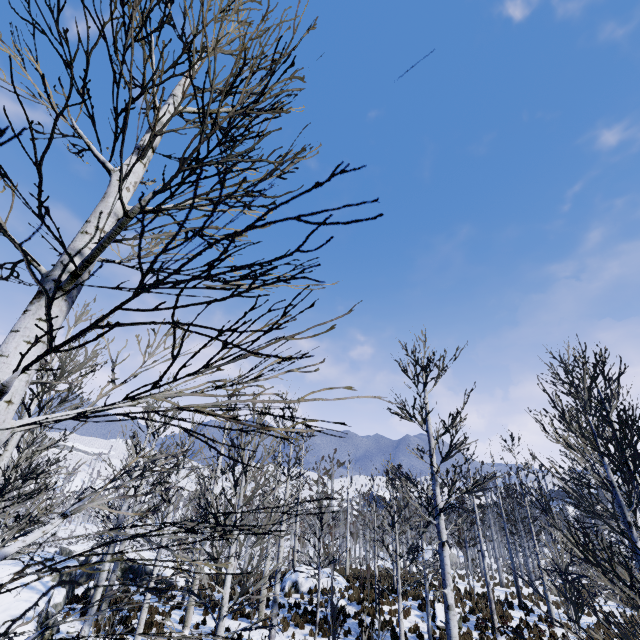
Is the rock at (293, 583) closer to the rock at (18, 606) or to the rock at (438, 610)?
the rock at (438, 610)

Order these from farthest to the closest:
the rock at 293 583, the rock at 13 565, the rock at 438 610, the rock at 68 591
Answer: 1. the rock at 293 583
2. the rock at 13 565
3. the rock at 438 610
4. the rock at 68 591

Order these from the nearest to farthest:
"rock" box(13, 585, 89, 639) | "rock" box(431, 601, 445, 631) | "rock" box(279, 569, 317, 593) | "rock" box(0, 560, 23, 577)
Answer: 1. "rock" box(13, 585, 89, 639)
2. "rock" box(431, 601, 445, 631)
3. "rock" box(0, 560, 23, 577)
4. "rock" box(279, 569, 317, 593)

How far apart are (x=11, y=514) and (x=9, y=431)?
1.3m

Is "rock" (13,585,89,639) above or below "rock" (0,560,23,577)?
below

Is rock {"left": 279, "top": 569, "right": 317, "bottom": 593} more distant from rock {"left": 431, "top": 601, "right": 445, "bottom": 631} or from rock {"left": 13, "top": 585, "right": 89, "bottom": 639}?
rock {"left": 13, "top": 585, "right": 89, "bottom": 639}
